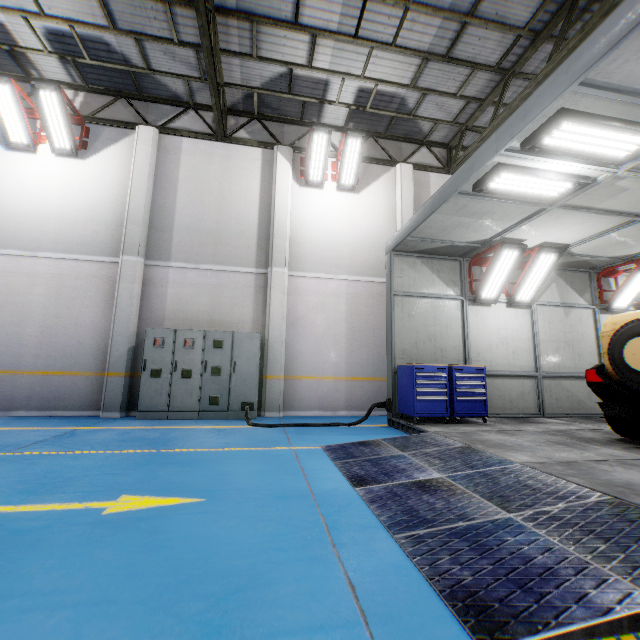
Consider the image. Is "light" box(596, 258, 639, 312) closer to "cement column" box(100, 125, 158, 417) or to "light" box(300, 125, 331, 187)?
"light" box(300, 125, 331, 187)

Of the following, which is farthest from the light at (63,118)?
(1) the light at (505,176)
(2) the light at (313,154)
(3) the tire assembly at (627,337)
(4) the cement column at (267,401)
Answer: (3) the tire assembly at (627,337)

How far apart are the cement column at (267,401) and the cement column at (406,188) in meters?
3.3

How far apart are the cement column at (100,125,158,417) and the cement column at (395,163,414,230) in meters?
7.2

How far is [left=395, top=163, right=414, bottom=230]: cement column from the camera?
10.2 meters

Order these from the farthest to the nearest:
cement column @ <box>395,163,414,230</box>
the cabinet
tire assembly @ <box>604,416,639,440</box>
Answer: cement column @ <box>395,163,414,230</box>, the cabinet, tire assembly @ <box>604,416,639,440</box>

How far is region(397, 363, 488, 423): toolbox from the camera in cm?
662

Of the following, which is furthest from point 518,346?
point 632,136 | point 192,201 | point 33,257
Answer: point 33,257
